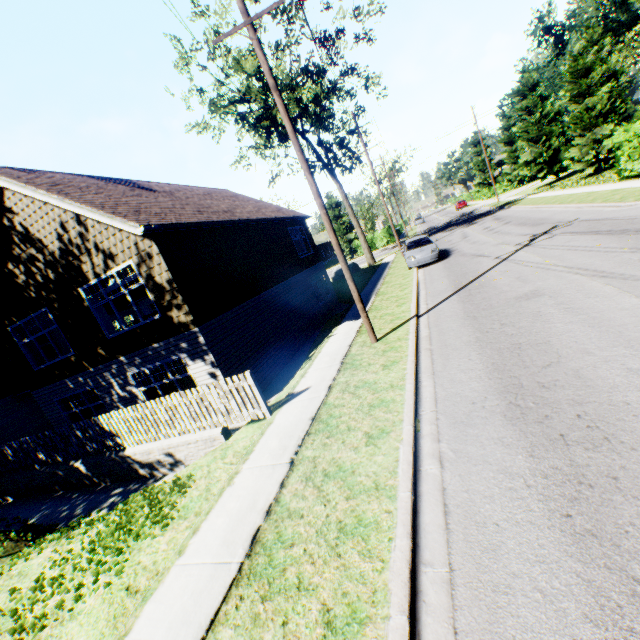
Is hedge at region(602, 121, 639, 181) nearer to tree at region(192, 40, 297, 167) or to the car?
the car

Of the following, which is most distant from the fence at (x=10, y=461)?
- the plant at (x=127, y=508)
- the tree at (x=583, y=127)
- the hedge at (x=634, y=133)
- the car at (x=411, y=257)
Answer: the tree at (x=583, y=127)

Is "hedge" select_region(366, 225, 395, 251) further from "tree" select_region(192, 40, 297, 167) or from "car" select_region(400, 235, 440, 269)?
"car" select_region(400, 235, 440, 269)

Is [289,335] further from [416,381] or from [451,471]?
[451,471]

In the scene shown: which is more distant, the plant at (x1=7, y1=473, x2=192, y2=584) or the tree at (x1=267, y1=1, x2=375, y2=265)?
the tree at (x1=267, y1=1, x2=375, y2=265)

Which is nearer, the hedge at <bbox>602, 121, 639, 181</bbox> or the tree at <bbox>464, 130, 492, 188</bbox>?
the hedge at <bbox>602, 121, 639, 181</bbox>

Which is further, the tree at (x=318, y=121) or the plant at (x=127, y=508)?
the tree at (x=318, y=121)

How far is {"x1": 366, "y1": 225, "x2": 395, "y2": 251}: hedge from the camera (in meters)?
47.16
